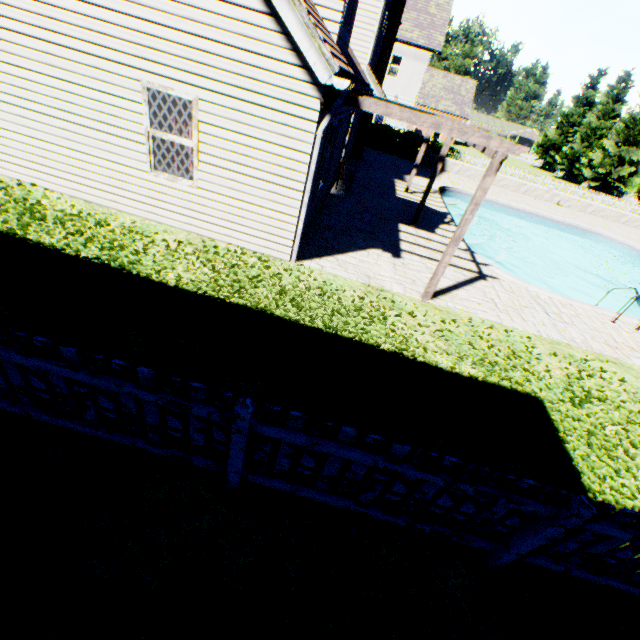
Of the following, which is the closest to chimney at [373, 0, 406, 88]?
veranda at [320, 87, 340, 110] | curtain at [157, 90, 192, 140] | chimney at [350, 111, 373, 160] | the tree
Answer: chimney at [350, 111, 373, 160]

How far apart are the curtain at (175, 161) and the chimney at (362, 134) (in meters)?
13.79

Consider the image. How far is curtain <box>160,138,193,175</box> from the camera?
6.34m

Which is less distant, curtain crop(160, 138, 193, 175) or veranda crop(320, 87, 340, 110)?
veranda crop(320, 87, 340, 110)

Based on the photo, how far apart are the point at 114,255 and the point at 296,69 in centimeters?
430cm

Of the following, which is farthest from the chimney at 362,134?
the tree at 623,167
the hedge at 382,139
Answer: the tree at 623,167

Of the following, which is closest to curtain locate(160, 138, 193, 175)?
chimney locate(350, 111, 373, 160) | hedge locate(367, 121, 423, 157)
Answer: chimney locate(350, 111, 373, 160)
